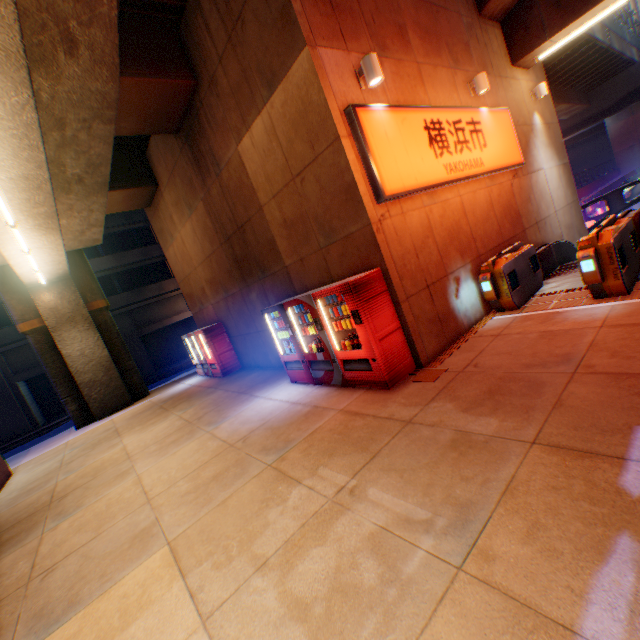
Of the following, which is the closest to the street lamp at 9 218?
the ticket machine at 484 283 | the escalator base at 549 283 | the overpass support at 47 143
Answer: the overpass support at 47 143

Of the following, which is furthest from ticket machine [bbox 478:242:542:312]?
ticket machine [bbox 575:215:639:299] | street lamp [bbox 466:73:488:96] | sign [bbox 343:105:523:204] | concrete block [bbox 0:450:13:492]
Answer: concrete block [bbox 0:450:13:492]

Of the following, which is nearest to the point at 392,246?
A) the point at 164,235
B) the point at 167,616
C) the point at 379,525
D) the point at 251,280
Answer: the point at 379,525

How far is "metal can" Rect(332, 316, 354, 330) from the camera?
5.91m

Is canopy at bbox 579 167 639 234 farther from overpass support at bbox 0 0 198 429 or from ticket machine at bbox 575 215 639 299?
ticket machine at bbox 575 215 639 299

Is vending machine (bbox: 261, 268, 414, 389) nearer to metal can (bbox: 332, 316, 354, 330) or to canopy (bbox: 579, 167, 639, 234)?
metal can (bbox: 332, 316, 354, 330)

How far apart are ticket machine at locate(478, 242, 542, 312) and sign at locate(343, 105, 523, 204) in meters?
1.8

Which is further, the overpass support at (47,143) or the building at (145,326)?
the building at (145,326)
